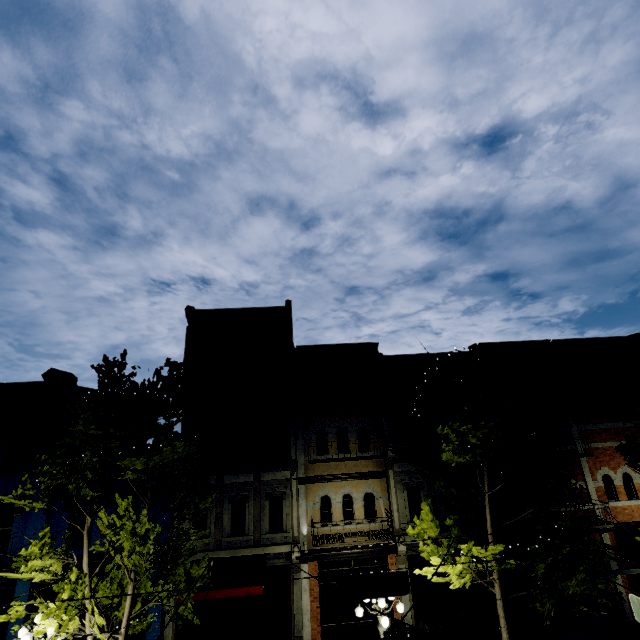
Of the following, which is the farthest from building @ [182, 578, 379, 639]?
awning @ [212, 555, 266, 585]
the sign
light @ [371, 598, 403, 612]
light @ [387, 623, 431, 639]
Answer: light @ [387, 623, 431, 639]

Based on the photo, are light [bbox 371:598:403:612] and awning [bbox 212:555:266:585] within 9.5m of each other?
yes

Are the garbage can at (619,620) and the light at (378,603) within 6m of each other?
no

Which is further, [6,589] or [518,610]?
[518,610]

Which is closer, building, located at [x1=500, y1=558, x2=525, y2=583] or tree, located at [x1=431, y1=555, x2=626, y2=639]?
tree, located at [x1=431, y1=555, x2=626, y2=639]

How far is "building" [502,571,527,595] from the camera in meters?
13.2 m

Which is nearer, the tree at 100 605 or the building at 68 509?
the tree at 100 605
